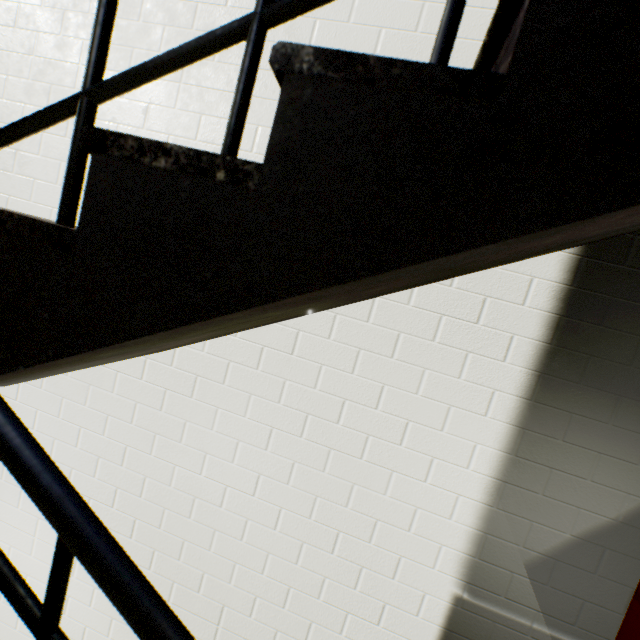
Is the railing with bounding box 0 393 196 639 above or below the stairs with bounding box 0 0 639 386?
below

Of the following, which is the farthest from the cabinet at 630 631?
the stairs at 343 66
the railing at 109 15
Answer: the railing at 109 15

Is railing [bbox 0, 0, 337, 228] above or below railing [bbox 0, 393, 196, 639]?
above

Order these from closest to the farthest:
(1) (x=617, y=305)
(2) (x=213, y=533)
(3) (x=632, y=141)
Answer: (3) (x=632, y=141) → (1) (x=617, y=305) → (2) (x=213, y=533)

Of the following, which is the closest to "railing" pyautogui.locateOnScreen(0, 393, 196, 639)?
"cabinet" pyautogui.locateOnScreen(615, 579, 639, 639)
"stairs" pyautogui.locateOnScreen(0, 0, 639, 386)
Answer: "stairs" pyautogui.locateOnScreen(0, 0, 639, 386)

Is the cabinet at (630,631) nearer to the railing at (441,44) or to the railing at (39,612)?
the railing at (39,612)

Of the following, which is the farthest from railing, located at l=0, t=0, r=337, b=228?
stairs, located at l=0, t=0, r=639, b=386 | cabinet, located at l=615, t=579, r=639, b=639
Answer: cabinet, located at l=615, t=579, r=639, b=639
